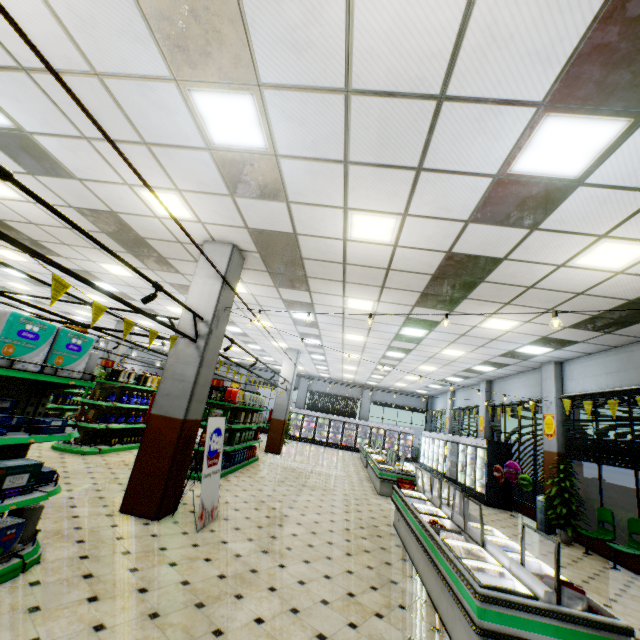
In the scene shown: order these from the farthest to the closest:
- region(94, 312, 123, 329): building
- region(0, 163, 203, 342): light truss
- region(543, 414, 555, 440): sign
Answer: region(94, 312, 123, 329): building < region(543, 414, 555, 440): sign < region(0, 163, 203, 342): light truss

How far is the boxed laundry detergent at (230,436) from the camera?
9.06m

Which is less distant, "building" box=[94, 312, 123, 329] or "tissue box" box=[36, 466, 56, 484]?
"tissue box" box=[36, 466, 56, 484]

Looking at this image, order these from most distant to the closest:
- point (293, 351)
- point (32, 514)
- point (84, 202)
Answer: point (293, 351), point (84, 202), point (32, 514)

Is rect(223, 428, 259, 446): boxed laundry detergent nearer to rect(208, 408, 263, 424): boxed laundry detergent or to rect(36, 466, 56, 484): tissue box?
rect(208, 408, 263, 424): boxed laundry detergent

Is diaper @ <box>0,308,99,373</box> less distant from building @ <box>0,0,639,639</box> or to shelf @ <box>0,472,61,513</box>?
shelf @ <box>0,472,61,513</box>

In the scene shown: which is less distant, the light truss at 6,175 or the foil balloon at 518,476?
the light truss at 6,175

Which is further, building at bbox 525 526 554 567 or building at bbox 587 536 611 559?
building at bbox 587 536 611 559
